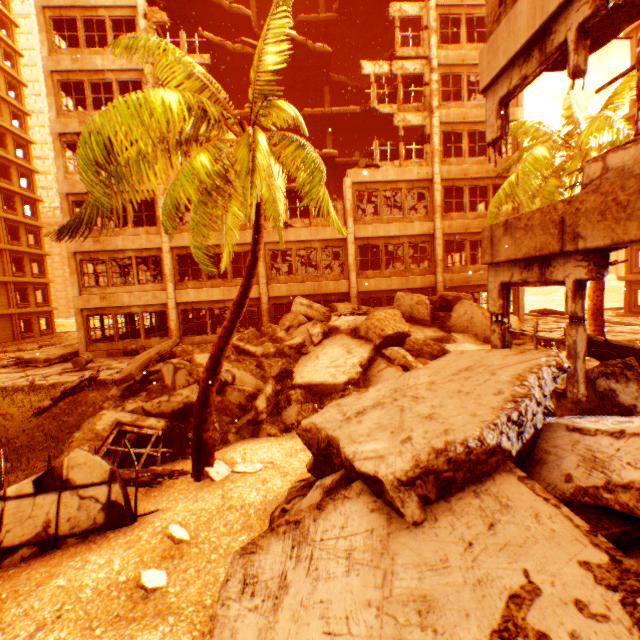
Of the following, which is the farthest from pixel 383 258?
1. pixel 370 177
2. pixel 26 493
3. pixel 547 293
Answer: pixel 547 293

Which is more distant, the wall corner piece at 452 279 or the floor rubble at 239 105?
the floor rubble at 239 105

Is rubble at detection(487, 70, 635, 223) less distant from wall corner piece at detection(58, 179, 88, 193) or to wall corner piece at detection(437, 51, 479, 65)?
wall corner piece at detection(58, 179, 88, 193)

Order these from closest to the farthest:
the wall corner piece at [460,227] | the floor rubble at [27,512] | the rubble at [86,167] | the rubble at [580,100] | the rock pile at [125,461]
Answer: the floor rubble at [27,512] < the rubble at [86,167] < the rock pile at [125,461] < the rubble at [580,100] < the wall corner piece at [460,227]

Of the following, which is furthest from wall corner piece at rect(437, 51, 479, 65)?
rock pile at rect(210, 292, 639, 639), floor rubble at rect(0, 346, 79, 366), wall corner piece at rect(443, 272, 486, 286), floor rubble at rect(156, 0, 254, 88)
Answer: floor rubble at rect(0, 346, 79, 366)

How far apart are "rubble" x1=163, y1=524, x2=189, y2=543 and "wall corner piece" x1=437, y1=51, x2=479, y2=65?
22.7m

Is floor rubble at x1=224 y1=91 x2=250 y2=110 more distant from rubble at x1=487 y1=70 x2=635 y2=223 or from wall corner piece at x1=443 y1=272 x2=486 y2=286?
wall corner piece at x1=443 y1=272 x2=486 y2=286

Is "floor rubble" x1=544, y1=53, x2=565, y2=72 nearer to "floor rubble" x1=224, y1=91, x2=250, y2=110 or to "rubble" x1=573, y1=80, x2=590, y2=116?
"rubble" x1=573, y1=80, x2=590, y2=116
